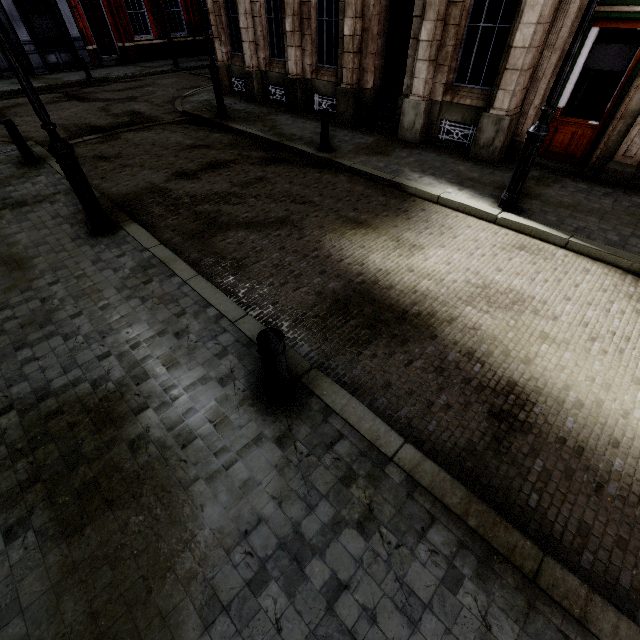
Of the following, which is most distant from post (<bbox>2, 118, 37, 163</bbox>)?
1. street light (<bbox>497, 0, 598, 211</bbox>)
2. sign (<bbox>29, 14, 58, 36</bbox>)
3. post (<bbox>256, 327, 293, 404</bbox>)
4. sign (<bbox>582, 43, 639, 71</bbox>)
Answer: sign (<bbox>29, 14, 58, 36</bbox>)

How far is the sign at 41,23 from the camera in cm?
1742

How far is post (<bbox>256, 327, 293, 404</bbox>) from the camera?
2.7m

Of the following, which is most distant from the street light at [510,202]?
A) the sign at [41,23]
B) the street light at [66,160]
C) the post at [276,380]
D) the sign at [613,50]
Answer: the sign at [41,23]

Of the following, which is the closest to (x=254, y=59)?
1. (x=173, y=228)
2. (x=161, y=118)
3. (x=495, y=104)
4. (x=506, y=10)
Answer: (x=161, y=118)

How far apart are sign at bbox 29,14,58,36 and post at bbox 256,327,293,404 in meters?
26.5 m

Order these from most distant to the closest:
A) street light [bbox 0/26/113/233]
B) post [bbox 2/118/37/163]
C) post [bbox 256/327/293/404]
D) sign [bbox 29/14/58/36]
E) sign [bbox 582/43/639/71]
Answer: sign [bbox 29/14/58/36] < post [bbox 2/118/37/163] < sign [bbox 582/43/639/71] < street light [bbox 0/26/113/233] < post [bbox 256/327/293/404]

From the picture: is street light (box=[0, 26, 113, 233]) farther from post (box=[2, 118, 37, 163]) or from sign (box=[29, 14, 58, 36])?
sign (box=[29, 14, 58, 36])
